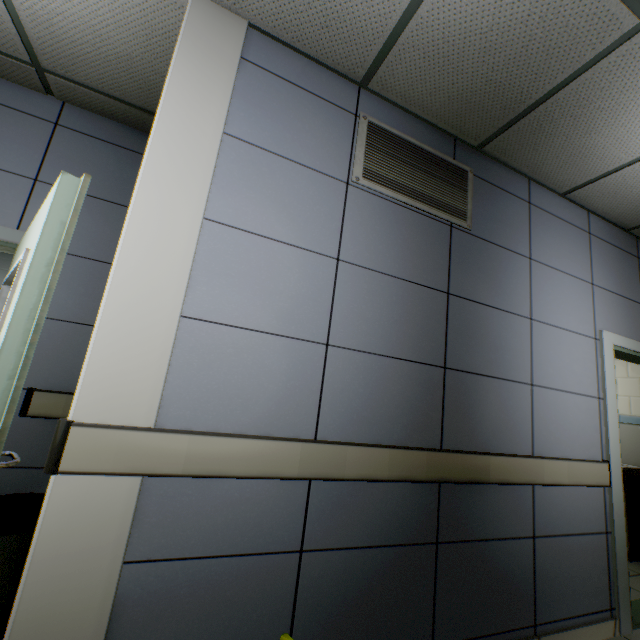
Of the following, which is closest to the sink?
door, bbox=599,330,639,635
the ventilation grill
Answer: door, bbox=599,330,639,635

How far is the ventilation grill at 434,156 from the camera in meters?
2.0 m

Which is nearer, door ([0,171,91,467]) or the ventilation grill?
door ([0,171,91,467])

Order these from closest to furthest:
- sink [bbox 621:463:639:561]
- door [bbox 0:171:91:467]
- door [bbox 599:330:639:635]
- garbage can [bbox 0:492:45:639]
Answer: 1. door [bbox 0:171:91:467]
2. garbage can [bbox 0:492:45:639]
3. door [bbox 599:330:639:635]
4. sink [bbox 621:463:639:561]

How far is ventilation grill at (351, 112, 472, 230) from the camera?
2.0 meters

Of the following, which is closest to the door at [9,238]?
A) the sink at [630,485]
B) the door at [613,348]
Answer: the door at [613,348]

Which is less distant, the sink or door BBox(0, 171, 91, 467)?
door BBox(0, 171, 91, 467)

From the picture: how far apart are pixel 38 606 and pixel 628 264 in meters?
4.7
